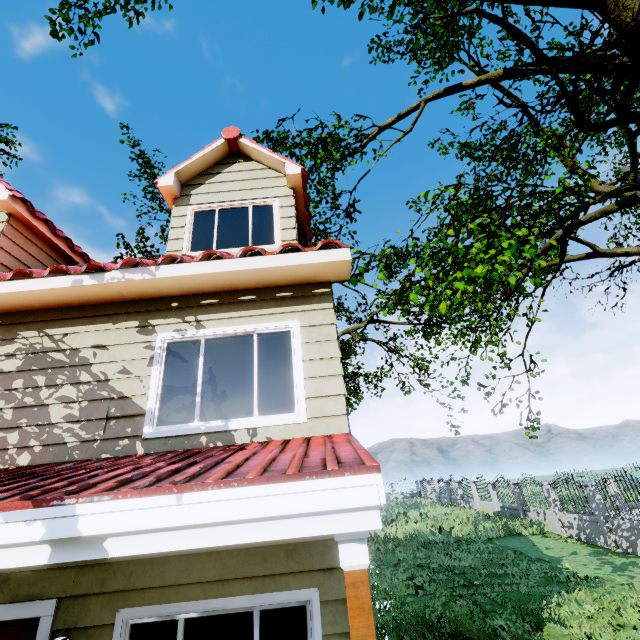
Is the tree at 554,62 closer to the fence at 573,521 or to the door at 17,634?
the fence at 573,521

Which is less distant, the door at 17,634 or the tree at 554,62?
the door at 17,634

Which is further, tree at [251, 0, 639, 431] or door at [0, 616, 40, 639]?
tree at [251, 0, 639, 431]

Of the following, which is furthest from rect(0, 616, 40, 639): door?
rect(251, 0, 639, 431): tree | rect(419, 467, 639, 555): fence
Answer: rect(251, 0, 639, 431): tree

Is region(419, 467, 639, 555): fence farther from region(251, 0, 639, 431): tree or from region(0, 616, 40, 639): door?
region(0, 616, 40, 639): door

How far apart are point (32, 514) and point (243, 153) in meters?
6.1 m

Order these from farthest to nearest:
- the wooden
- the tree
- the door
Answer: the tree
the door
the wooden

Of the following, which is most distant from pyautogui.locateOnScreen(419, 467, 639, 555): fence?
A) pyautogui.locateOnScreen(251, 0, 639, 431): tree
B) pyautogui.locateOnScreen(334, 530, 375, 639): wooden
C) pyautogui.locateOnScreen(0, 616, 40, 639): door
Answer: pyautogui.locateOnScreen(0, 616, 40, 639): door
